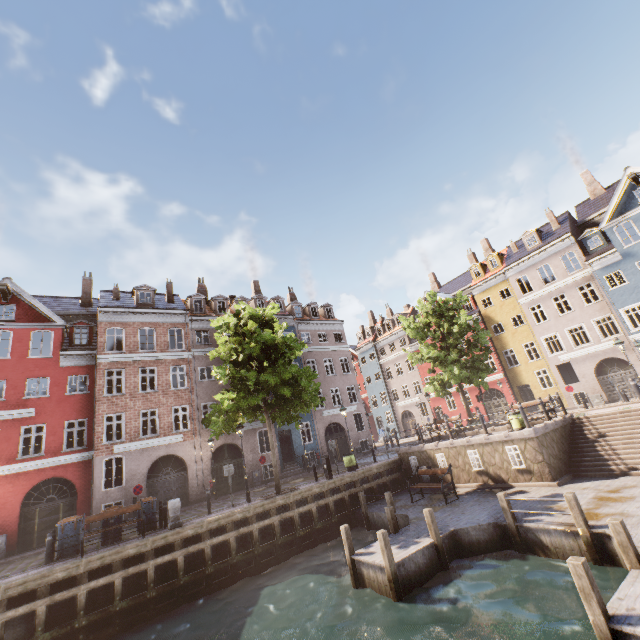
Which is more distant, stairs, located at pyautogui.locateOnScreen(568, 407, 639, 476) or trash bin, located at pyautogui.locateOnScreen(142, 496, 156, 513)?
trash bin, located at pyautogui.locateOnScreen(142, 496, 156, 513)

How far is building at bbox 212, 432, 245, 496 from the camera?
22.7 meters

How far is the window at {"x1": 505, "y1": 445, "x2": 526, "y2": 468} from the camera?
13.9 meters

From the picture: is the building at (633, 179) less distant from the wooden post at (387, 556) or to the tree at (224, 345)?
the tree at (224, 345)

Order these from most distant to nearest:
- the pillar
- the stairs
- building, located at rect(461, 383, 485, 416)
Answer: building, located at rect(461, 383, 485, 416)
the pillar
the stairs

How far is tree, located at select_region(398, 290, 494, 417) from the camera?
22.5m

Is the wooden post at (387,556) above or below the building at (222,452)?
below

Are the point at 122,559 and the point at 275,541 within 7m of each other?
yes
